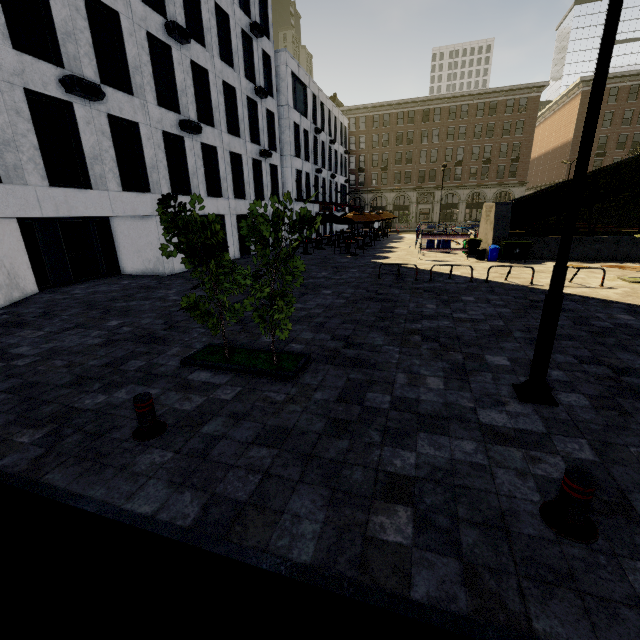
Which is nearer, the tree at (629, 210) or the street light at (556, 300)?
the street light at (556, 300)

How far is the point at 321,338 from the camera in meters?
7.7 m

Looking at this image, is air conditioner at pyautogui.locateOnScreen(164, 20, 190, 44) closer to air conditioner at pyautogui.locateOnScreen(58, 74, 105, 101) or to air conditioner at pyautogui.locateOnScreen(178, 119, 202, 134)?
air conditioner at pyautogui.locateOnScreen(178, 119, 202, 134)

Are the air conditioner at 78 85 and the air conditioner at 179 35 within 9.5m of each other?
yes

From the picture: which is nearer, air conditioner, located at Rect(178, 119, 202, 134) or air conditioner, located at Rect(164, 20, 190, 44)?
air conditioner, located at Rect(164, 20, 190, 44)

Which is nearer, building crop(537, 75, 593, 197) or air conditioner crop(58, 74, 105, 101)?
air conditioner crop(58, 74, 105, 101)

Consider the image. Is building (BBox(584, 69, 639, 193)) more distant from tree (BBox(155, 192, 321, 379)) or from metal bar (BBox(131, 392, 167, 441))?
metal bar (BBox(131, 392, 167, 441))

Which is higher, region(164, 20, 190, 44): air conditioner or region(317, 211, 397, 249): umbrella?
region(164, 20, 190, 44): air conditioner
